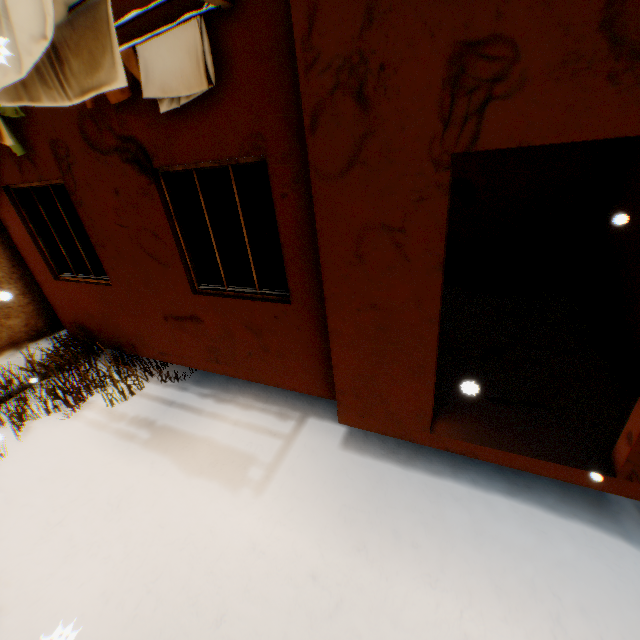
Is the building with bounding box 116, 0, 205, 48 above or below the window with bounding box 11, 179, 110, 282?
above

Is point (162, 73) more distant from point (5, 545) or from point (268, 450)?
point (5, 545)

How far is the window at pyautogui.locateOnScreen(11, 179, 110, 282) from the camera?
4.62m

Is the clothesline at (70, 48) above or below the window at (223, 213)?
above

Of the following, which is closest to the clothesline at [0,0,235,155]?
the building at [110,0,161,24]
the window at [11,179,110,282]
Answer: the building at [110,0,161,24]

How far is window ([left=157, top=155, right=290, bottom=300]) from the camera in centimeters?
328cm

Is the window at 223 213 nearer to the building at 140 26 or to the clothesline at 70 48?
the building at 140 26

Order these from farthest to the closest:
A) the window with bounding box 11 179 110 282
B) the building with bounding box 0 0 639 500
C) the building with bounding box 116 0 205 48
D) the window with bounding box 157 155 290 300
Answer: the window with bounding box 11 179 110 282
the window with bounding box 157 155 290 300
the building with bounding box 116 0 205 48
the building with bounding box 0 0 639 500
